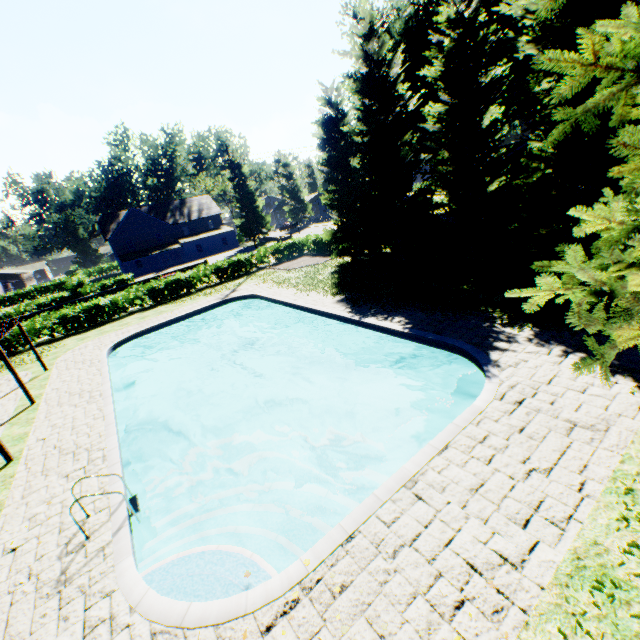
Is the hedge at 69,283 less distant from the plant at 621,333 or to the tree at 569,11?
the tree at 569,11

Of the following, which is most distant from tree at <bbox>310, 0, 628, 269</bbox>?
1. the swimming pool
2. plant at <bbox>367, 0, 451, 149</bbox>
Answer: the swimming pool

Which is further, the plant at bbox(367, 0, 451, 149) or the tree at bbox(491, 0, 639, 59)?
the plant at bbox(367, 0, 451, 149)

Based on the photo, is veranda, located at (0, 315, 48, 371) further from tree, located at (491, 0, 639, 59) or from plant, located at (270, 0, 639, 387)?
tree, located at (491, 0, 639, 59)

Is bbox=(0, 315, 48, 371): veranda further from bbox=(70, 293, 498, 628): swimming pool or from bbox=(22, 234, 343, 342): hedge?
bbox=(22, 234, 343, 342): hedge

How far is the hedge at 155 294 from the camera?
24.6m

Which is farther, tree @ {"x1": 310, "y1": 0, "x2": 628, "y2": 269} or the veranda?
the veranda

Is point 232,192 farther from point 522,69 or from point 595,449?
point 595,449
